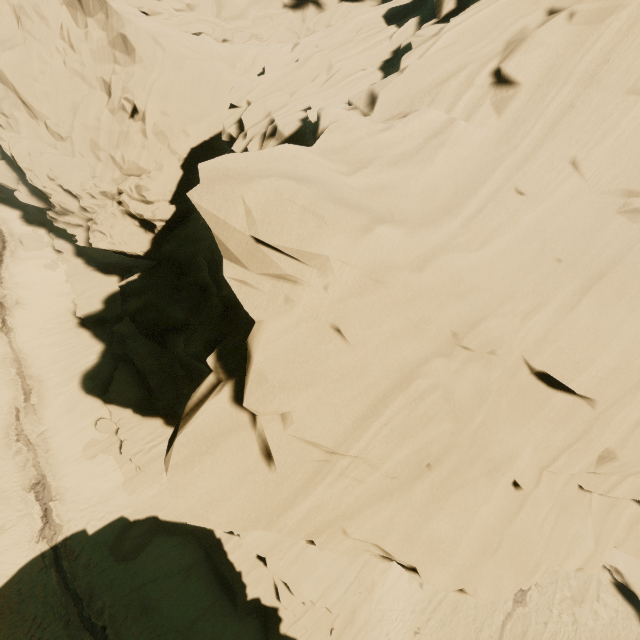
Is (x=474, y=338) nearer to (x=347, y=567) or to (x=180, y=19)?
(x=347, y=567)

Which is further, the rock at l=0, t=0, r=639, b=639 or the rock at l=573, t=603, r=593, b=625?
the rock at l=573, t=603, r=593, b=625

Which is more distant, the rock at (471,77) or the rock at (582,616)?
the rock at (582,616)

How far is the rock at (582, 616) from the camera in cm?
2113

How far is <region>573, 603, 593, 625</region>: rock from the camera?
21.1m
